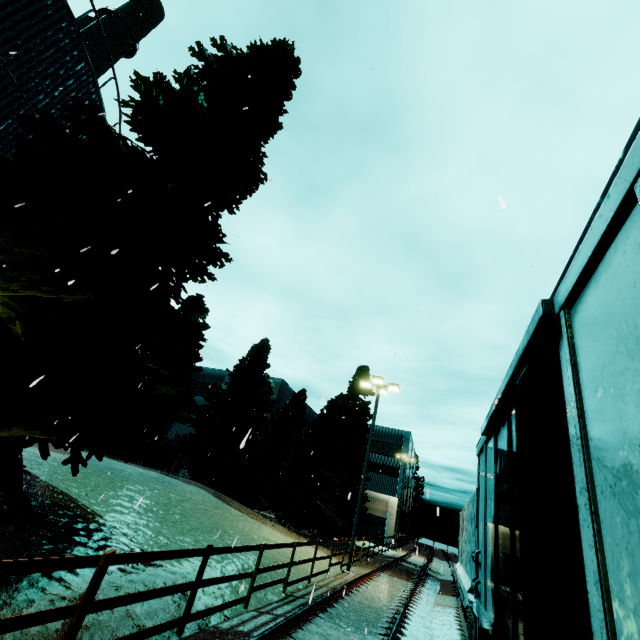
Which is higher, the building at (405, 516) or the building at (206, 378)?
the building at (206, 378)

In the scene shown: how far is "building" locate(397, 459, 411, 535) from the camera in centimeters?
4522cm

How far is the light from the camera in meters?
16.2

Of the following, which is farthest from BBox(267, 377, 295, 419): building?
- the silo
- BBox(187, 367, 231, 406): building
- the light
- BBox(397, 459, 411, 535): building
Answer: BBox(397, 459, 411, 535): building

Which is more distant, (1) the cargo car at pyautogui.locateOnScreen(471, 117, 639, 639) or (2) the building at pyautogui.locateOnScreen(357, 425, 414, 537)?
(2) the building at pyautogui.locateOnScreen(357, 425, 414, 537)

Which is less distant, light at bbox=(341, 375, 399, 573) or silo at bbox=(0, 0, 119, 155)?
silo at bbox=(0, 0, 119, 155)

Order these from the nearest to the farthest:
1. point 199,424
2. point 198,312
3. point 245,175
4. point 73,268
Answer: point 73,268 → point 245,175 → point 199,424 → point 198,312

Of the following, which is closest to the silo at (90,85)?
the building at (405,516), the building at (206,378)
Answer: the building at (405,516)
